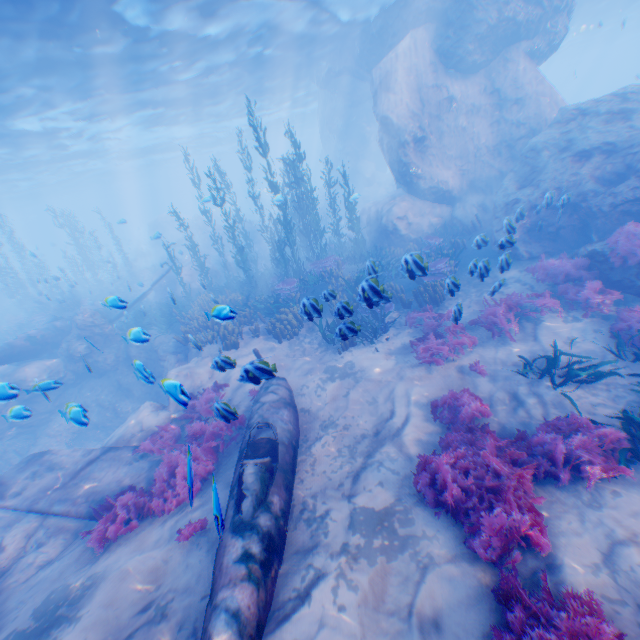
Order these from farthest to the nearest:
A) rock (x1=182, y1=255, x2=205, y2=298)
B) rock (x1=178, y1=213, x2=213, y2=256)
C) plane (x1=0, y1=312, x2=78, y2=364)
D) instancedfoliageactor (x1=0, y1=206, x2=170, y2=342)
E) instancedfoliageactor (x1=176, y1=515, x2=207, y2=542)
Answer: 1. rock (x1=178, y1=213, x2=213, y2=256)
2. instancedfoliageactor (x1=0, y1=206, x2=170, y2=342)
3. rock (x1=182, y1=255, x2=205, y2=298)
4. plane (x1=0, y1=312, x2=78, y2=364)
5. instancedfoliageactor (x1=176, y1=515, x2=207, y2=542)

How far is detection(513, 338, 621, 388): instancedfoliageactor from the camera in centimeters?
691cm

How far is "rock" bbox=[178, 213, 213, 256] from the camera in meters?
32.0 m

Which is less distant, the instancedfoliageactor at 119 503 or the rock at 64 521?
the instancedfoliageactor at 119 503

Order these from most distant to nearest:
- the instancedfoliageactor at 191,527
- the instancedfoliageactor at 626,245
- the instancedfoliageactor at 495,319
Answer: the instancedfoliageactor at 495,319
the instancedfoliageactor at 626,245
the instancedfoliageactor at 191,527

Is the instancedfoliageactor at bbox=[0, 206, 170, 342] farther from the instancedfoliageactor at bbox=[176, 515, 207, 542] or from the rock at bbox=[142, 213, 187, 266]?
the instancedfoliageactor at bbox=[176, 515, 207, 542]

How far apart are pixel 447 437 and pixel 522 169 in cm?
1309

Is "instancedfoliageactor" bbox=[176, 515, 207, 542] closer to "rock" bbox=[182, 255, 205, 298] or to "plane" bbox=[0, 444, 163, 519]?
"plane" bbox=[0, 444, 163, 519]
